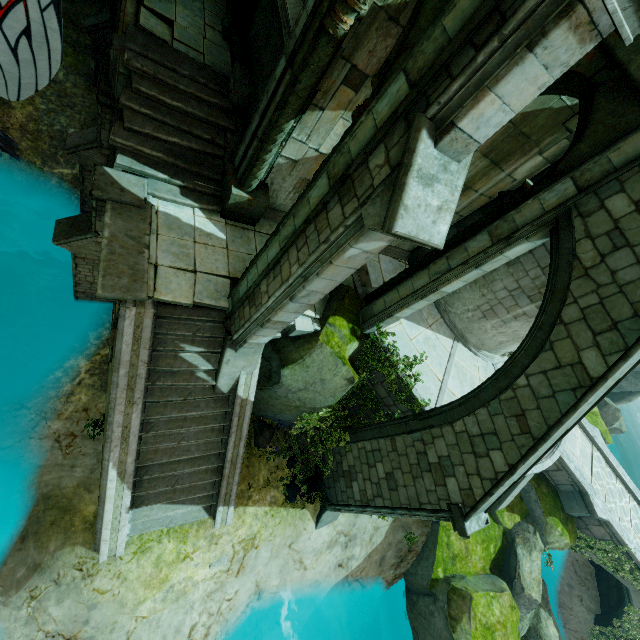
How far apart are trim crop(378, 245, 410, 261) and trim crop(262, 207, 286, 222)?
1.0m

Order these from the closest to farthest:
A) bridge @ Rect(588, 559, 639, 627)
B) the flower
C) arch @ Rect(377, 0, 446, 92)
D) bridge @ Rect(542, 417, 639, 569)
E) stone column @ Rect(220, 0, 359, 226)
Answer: arch @ Rect(377, 0, 446, 92)
stone column @ Rect(220, 0, 359, 226)
the flower
bridge @ Rect(542, 417, 639, 569)
bridge @ Rect(588, 559, 639, 627)

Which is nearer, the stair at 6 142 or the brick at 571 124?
the brick at 571 124

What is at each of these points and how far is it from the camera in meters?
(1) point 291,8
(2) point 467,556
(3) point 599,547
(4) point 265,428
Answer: (1) bridge, 5.8 m
(2) rock, 11.9 m
(3) plant, 13.9 m
(4) flower, 10.1 m

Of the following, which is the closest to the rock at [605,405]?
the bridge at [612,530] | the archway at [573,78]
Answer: the bridge at [612,530]

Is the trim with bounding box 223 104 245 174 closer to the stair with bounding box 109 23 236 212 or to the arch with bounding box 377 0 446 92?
the stair with bounding box 109 23 236 212

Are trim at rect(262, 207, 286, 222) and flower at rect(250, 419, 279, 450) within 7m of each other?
yes

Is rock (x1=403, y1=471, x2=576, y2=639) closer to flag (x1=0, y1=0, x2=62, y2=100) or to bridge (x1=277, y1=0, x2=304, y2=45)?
bridge (x1=277, y1=0, x2=304, y2=45)
